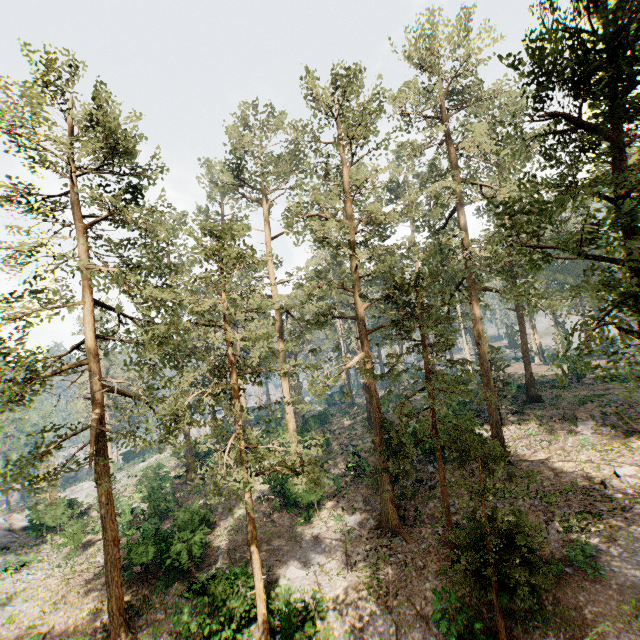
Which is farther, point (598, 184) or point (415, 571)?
point (415, 571)

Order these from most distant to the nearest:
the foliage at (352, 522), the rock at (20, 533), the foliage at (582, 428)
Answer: the rock at (20, 533) < the foliage at (582, 428) < the foliage at (352, 522)

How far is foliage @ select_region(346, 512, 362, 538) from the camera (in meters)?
19.56

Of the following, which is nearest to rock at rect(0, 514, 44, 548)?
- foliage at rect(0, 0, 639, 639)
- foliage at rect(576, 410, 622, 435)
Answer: foliage at rect(0, 0, 639, 639)

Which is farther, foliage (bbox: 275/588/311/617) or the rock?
the rock

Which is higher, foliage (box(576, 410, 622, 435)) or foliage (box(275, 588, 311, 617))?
foliage (box(576, 410, 622, 435))

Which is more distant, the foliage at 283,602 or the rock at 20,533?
the rock at 20,533
